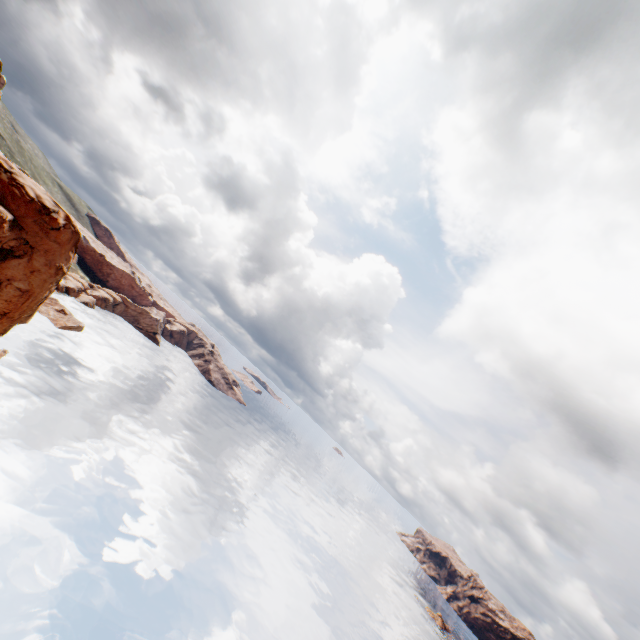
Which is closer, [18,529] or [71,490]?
[18,529]
